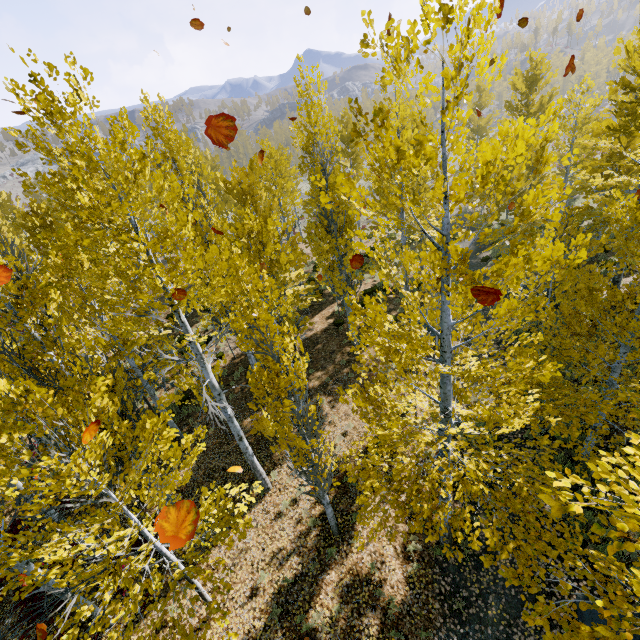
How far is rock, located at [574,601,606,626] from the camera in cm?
614

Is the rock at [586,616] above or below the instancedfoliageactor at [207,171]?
below

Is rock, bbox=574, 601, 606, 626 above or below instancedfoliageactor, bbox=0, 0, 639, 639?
below

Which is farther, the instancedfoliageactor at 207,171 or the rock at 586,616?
the rock at 586,616

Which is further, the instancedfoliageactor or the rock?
the rock

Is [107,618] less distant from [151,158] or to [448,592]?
[448,592]
